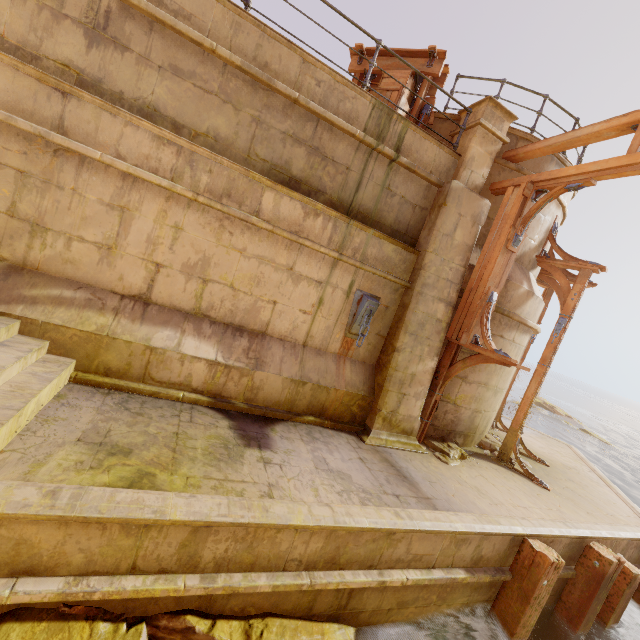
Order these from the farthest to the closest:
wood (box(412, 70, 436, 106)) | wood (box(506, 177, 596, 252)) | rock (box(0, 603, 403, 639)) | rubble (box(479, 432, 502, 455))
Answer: rubble (box(479, 432, 502, 455)) → wood (box(412, 70, 436, 106)) → wood (box(506, 177, 596, 252)) → rock (box(0, 603, 403, 639))

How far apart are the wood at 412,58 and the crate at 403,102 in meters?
0.0 m

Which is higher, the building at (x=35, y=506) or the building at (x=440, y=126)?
the building at (x=440, y=126)

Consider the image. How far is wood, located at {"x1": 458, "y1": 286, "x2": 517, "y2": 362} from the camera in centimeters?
586cm

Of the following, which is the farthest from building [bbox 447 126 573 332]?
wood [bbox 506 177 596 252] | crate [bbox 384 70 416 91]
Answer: crate [bbox 384 70 416 91]

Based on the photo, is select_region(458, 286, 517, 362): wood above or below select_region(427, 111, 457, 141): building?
below

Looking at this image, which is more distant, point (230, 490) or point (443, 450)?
point (443, 450)

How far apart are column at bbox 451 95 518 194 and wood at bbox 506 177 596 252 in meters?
0.8 m
